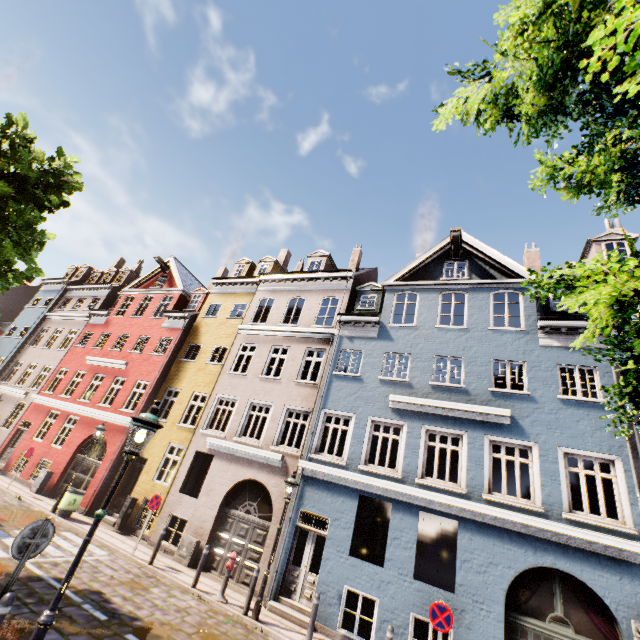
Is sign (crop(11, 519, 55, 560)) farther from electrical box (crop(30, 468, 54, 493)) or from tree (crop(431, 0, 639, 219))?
electrical box (crop(30, 468, 54, 493))

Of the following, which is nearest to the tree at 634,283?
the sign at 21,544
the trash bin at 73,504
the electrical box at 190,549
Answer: the sign at 21,544

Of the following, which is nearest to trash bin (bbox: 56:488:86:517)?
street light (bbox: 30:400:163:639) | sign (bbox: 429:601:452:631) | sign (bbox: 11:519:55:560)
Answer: sign (bbox: 11:519:55:560)

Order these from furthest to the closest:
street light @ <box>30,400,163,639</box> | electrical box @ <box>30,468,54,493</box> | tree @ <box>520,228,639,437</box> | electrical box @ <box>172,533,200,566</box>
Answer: electrical box @ <box>30,468,54,493</box>
electrical box @ <box>172,533,200,566</box>
street light @ <box>30,400,163,639</box>
tree @ <box>520,228,639,437</box>

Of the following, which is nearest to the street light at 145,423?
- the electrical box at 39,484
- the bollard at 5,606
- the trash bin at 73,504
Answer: the bollard at 5,606

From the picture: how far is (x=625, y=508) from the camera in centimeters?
862cm

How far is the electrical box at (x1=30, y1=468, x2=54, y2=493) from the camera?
16.09m
